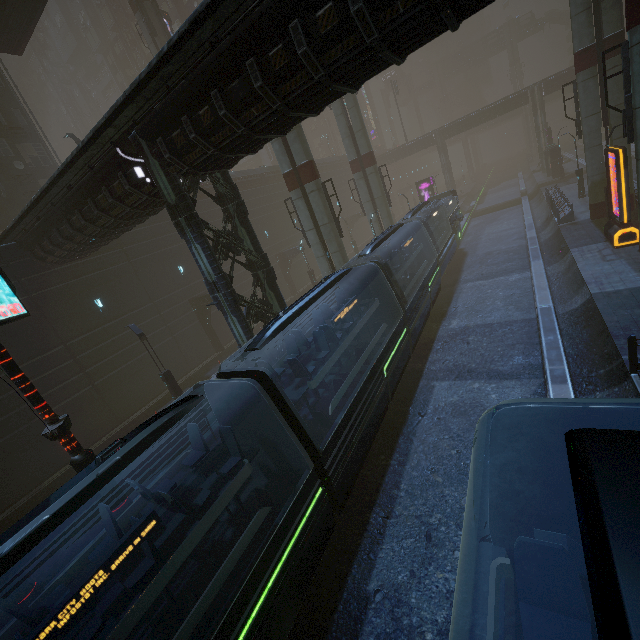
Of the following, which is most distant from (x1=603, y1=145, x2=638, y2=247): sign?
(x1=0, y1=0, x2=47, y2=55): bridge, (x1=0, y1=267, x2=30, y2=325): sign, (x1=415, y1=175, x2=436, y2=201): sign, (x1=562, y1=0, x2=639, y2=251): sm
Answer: (x1=0, y1=0, x2=47, y2=55): bridge

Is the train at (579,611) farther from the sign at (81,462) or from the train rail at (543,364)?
the sign at (81,462)

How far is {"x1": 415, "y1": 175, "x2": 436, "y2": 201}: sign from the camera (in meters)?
41.00

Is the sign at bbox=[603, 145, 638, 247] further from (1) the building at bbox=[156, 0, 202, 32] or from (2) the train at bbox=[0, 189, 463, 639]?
(2) the train at bbox=[0, 189, 463, 639]

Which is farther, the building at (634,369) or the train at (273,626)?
the building at (634,369)

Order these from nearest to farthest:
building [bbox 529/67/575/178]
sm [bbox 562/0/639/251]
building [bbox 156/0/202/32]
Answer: sm [bbox 562/0/639/251] < building [bbox 529/67/575/178] < building [bbox 156/0/202/32]

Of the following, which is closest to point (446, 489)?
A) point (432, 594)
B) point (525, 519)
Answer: point (432, 594)

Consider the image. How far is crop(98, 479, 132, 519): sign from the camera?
9.0m
